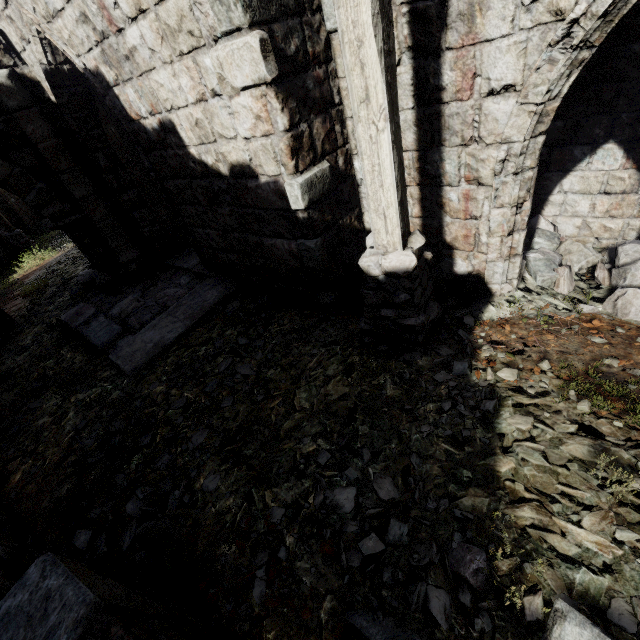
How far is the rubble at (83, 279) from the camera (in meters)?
8.10

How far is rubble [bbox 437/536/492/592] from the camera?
1.9m

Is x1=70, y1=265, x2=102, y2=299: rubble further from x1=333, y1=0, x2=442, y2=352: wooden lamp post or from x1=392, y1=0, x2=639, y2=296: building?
x1=333, y1=0, x2=442, y2=352: wooden lamp post

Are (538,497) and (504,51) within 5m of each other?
yes

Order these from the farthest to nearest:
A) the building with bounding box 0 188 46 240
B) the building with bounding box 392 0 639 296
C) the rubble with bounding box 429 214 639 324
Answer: the building with bounding box 0 188 46 240, the rubble with bounding box 429 214 639 324, the building with bounding box 392 0 639 296

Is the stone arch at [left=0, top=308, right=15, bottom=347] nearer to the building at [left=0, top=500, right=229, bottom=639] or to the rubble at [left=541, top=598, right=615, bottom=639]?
the building at [left=0, top=500, right=229, bottom=639]

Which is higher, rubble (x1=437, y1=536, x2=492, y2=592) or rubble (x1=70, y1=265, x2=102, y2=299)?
rubble (x1=437, y1=536, x2=492, y2=592)

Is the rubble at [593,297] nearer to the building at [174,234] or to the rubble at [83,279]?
the building at [174,234]
